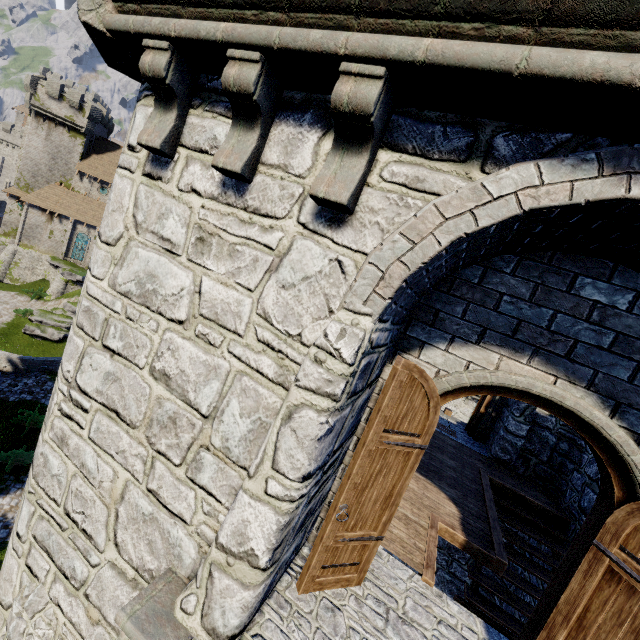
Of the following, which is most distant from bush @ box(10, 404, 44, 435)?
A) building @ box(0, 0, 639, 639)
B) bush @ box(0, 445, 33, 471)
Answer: building @ box(0, 0, 639, 639)

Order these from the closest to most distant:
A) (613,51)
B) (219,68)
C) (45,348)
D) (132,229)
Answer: (613,51)
(219,68)
(132,229)
(45,348)

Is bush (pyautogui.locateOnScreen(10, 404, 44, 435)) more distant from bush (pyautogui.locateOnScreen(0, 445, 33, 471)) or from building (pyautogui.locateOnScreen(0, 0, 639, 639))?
building (pyautogui.locateOnScreen(0, 0, 639, 639))

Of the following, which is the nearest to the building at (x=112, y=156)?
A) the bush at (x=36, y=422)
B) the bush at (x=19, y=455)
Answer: the bush at (x=19, y=455)

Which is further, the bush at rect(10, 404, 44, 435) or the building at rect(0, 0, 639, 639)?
the bush at rect(10, 404, 44, 435)

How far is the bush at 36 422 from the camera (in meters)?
18.92
